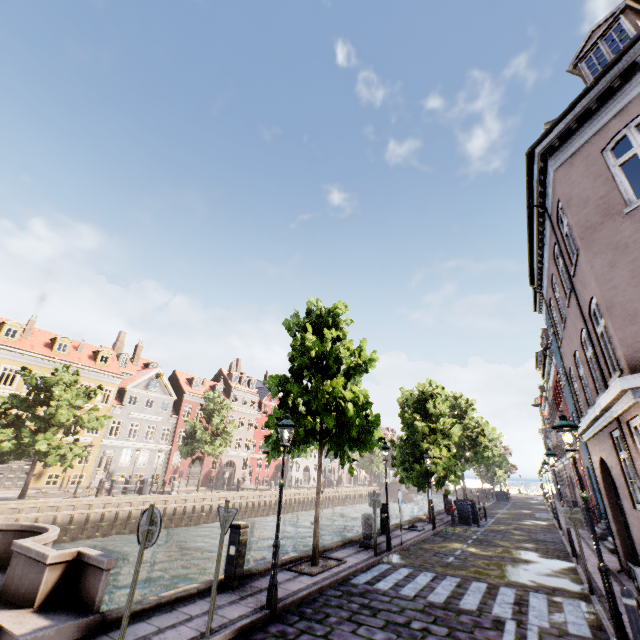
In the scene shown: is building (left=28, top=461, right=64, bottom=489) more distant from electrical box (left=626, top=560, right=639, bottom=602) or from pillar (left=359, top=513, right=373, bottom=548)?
pillar (left=359, top=513, right=373, bottom=548)

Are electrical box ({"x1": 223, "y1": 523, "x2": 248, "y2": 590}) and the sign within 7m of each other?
yes

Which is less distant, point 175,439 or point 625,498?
point 625,498

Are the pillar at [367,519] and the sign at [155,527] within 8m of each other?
no

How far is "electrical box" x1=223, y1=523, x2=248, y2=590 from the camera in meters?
7.4

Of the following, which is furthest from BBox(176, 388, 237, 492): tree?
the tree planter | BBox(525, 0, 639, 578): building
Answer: BBox(525, 0, 639, 578): building

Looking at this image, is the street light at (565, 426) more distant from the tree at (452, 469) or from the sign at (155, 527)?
the sign at (155, 527)

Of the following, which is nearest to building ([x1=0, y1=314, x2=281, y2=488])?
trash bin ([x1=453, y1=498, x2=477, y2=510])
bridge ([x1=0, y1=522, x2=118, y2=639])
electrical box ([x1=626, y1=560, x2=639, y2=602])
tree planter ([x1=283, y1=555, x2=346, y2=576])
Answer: electrical box ([x1=626, y1=560, x2=639, y2=602])
